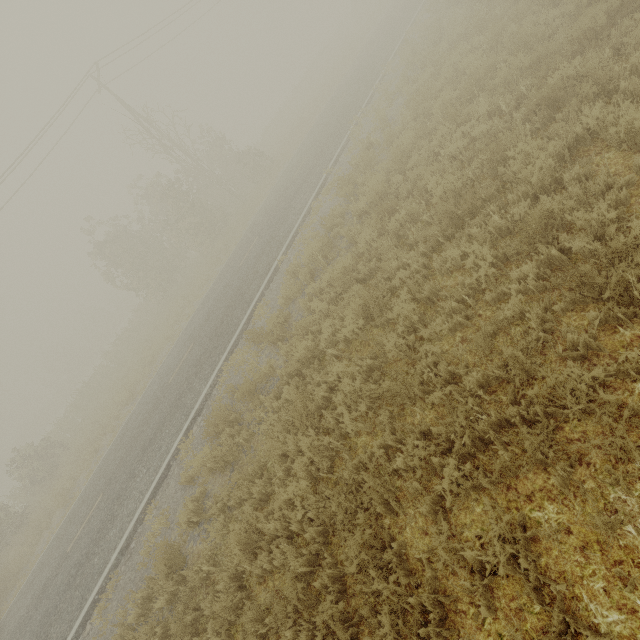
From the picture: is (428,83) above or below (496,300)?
above
